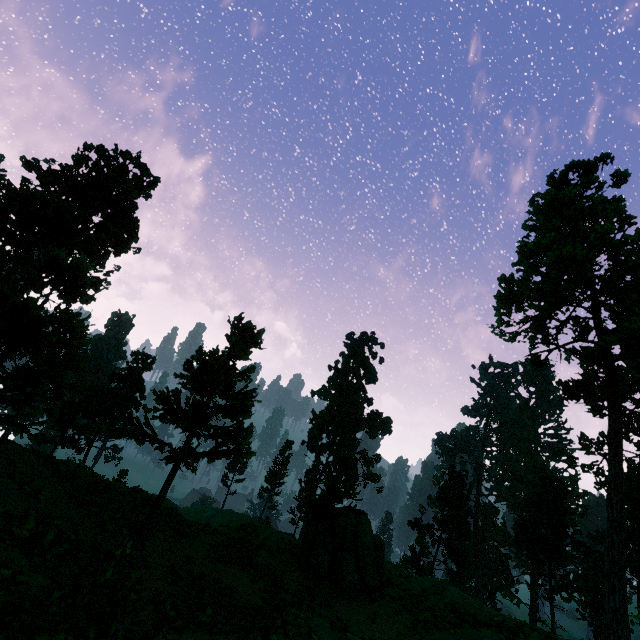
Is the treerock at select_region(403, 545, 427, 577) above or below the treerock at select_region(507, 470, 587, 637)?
below

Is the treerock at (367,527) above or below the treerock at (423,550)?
above

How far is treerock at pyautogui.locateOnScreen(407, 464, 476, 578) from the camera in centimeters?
4481cm

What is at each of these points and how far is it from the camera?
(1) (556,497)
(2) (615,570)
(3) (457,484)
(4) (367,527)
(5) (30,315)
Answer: (1) treerock, 46.44m
(2) treerock, 14.40m
(3) treerock, 48.41m
(4) treerock, 18.88m
(5) treerock, 7.43m

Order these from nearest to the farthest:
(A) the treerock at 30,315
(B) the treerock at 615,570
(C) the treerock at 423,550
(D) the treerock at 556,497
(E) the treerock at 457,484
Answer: (A) the treerock at 30,315
(B) the treerock at 615,570
(D) the treerock at 556,497
(E) the treerock at 457,484
(C) the treerock at 423,550

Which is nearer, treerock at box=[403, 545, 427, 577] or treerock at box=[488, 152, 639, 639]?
treerock at box=[488, 152, 639, 639]
